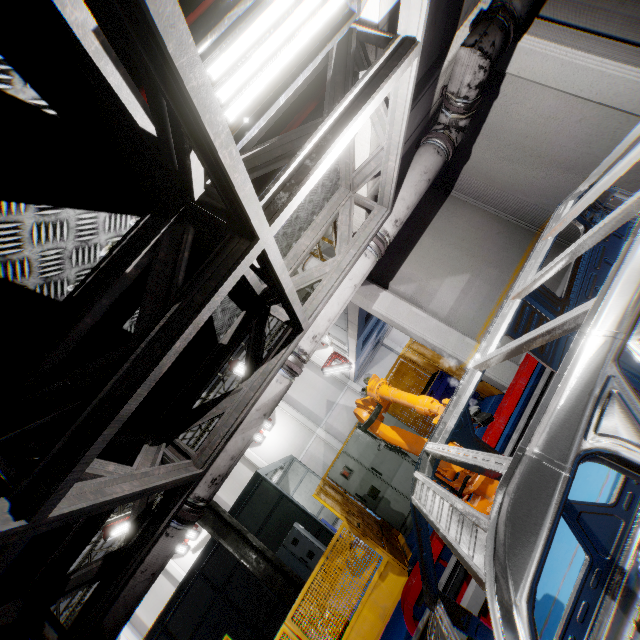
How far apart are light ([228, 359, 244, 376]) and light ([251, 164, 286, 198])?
11.38m

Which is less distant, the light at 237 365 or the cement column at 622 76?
the cement column at 622 76

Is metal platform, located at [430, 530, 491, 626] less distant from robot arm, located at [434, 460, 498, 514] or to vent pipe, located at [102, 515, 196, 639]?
robot arm, located at [434, 460, 498, 514]

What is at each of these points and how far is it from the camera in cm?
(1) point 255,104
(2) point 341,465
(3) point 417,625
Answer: (1) light, 200
(2) cabinet, 779
(3) metal platform, 396

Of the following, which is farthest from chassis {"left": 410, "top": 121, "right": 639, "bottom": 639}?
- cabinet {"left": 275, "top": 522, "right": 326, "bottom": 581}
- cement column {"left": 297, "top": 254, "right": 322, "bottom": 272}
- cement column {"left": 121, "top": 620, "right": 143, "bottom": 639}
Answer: cement column {"left": 121, "top": 620, "right": 143, "bottom": 639}

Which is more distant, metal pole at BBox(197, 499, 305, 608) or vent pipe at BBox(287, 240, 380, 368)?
metal pole at BBox(197, 499, 305, 608)

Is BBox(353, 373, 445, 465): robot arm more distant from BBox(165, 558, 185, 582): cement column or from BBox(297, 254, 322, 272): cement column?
BBox(165, 558, 185, 582): cement column

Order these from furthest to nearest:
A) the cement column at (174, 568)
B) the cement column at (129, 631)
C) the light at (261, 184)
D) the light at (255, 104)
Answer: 1. the cement column at (174, 568)
2. the cement column at (129, 631)
3. the light at (261, 184)
4. the light at (255, 104)
